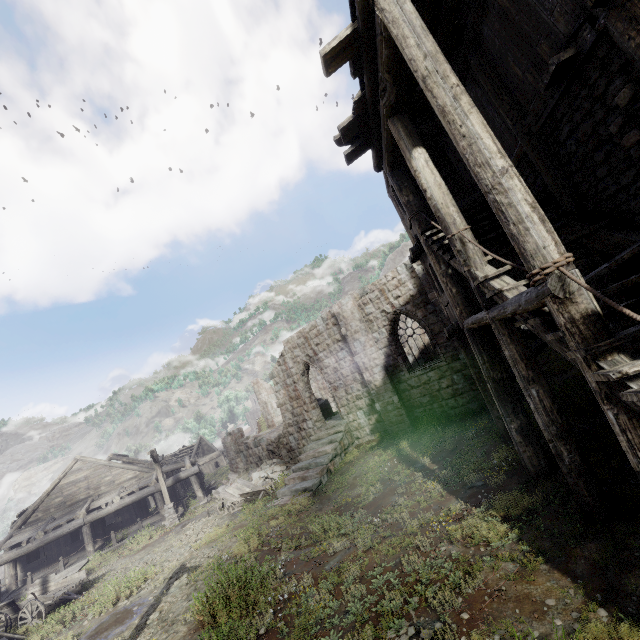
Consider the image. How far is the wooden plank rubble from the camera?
48.31m

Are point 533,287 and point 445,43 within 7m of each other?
yes

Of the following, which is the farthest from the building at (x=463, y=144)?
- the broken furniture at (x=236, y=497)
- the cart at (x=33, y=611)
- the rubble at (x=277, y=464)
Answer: the cart at (x=33, y=611)

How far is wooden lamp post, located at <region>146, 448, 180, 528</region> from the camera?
19.77m

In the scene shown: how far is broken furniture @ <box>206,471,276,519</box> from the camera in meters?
16.5 m

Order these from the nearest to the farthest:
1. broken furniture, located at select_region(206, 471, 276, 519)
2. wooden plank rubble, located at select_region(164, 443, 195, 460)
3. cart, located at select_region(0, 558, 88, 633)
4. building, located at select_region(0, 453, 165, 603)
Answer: cart, located at select_region(0, 558, 88, 633) < broken furniture, located at select_region(206, 471, 276, 519) < building, located at select_region(0, 453, 165, 603) < wooden plank rubble, located at select_region(164, 443, 195, 460)

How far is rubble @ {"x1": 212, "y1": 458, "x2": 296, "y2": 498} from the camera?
19.5m

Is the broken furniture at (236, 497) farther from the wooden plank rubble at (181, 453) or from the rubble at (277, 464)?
the wooden plank rubble at (181, 453)
